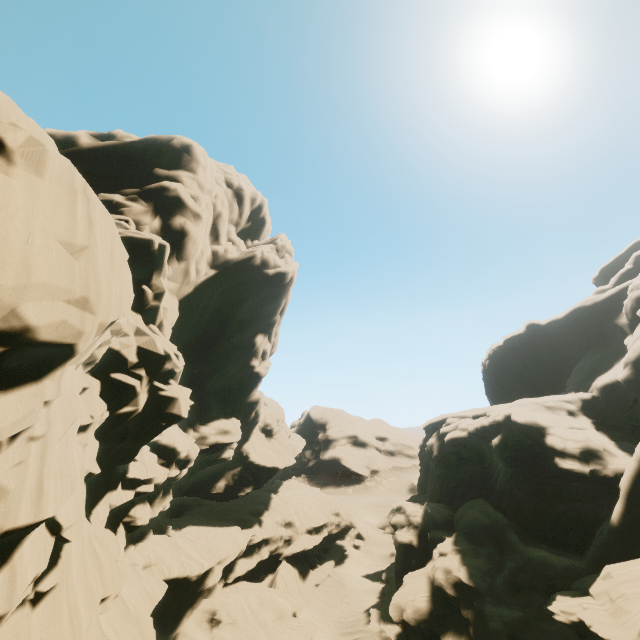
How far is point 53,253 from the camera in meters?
6.9 m

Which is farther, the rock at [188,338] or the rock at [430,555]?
the rock at [430,555]

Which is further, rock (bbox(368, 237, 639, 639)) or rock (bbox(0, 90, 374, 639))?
rock (bbox(368, 237, 639, 639))
